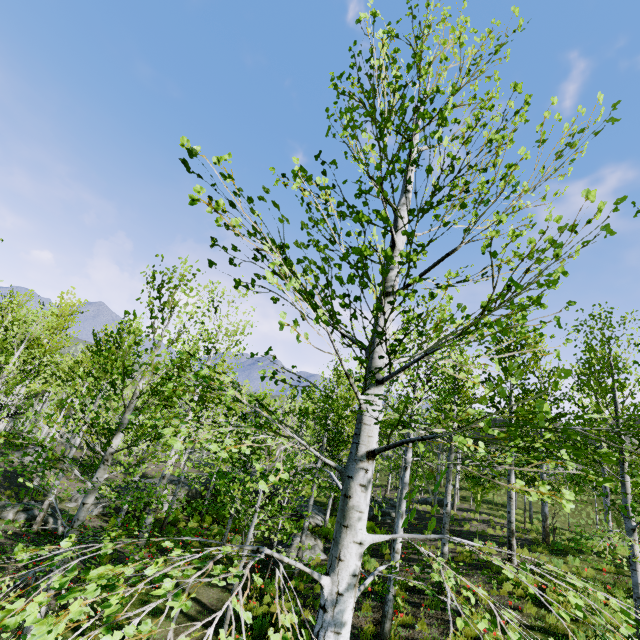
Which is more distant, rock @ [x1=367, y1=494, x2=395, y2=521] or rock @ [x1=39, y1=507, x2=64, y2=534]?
rock @ [x1=367, y1=494, x2=395, y2=521]

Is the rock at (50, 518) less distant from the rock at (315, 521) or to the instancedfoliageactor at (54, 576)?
the rock at (315, 521)

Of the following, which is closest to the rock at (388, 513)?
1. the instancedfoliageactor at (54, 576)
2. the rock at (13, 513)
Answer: the rock at (13, 513)

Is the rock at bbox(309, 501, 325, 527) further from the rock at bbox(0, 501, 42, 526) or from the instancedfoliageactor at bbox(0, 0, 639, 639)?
the instancedfoliageactor at bbox(0, 0, 639, 639)

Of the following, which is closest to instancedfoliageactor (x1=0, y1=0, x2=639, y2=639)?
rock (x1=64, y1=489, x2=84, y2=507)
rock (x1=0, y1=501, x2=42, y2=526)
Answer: rock (x1=64, y1=489, x2=84, y2=507)

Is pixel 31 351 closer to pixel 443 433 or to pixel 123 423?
pixel 123 423
